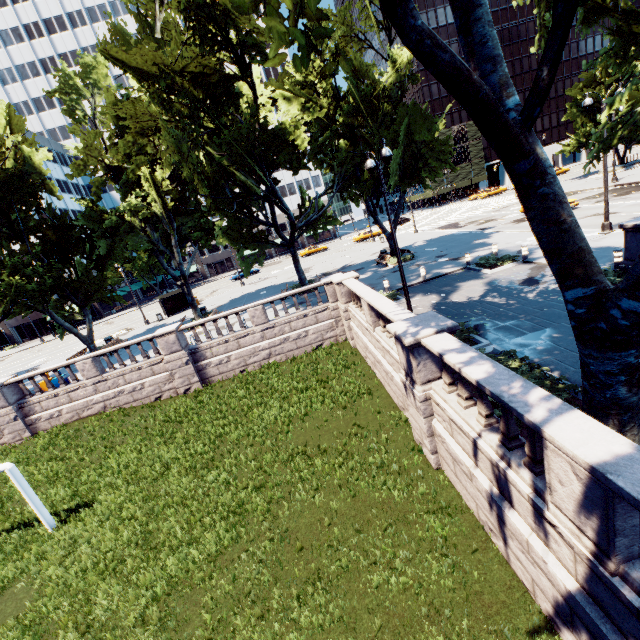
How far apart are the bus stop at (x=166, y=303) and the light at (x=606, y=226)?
36.97m

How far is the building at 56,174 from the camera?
54.7 meters

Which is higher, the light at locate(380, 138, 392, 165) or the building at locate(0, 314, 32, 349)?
the light at locate(380, 138, 392, 165)

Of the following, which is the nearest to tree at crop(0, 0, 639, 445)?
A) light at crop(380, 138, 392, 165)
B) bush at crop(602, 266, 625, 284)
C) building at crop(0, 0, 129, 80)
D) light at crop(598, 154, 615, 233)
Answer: building at crop(0, 0, 129, 80)

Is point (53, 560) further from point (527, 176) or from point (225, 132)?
point (225, 132)

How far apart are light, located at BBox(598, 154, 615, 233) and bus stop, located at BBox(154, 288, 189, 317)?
37.0 meters

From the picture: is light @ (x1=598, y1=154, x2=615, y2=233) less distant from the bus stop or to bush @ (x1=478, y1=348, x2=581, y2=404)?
bush @ (x1=478, y1=348, x2=581, y2=404)

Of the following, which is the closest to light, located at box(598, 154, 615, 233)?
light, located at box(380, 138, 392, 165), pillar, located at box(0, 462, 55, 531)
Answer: light, located at box(380, 138, 392, 165)
